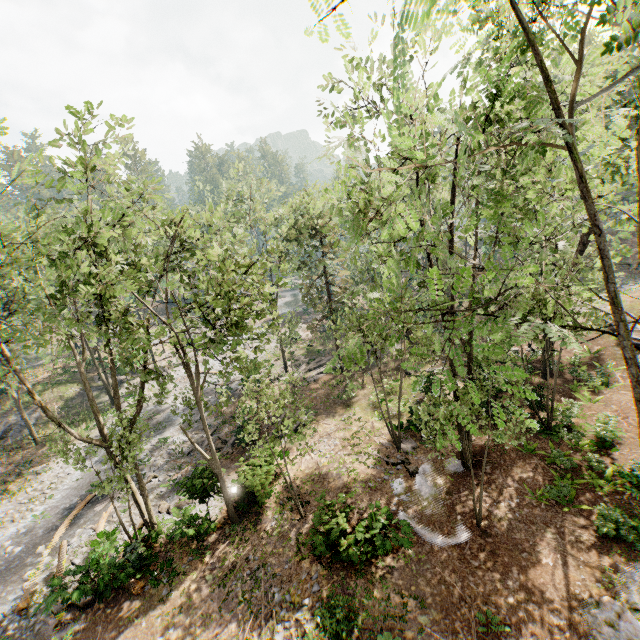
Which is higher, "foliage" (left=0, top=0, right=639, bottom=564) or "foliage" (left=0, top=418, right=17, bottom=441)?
"foliage" (left=0, top=0, right=639, bottom=564)

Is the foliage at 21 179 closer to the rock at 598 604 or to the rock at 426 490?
the rock at 426 490

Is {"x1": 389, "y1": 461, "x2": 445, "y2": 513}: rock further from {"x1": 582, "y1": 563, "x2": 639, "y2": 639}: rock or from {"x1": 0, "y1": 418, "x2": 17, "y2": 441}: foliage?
{"x1": 582, "y1": 563, "x2": 639, "y2": 639}: rock

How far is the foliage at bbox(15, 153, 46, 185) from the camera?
9.8m

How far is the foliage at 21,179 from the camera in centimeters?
979cm

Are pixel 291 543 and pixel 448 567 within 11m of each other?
yes

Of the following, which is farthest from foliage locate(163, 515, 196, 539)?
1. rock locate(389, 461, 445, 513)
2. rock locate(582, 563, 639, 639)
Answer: rock locate(582, 563, 639, 639)
